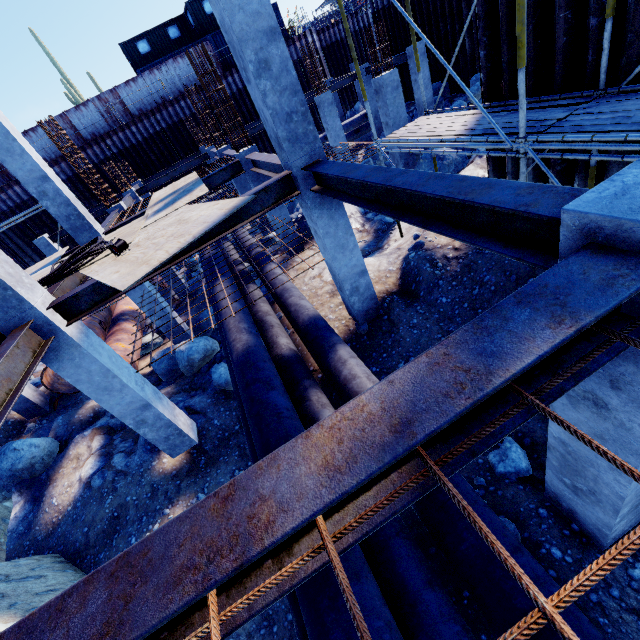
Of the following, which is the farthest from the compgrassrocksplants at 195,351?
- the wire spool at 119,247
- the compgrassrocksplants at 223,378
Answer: the wire spool at 119,247

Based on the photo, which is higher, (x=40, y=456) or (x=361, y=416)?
(x=361, y=416)

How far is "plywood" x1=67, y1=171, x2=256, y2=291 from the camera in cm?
443

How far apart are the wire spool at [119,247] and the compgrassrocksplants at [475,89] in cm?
1594

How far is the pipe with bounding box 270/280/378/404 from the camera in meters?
5.0

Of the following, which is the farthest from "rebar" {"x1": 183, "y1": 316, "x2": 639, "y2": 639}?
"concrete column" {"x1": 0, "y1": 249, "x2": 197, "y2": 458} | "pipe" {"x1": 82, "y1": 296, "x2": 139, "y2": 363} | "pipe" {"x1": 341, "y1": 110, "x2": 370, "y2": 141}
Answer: "pipe" {"x1": 341, "y1": 110, "x2": 370, "y2": 141}

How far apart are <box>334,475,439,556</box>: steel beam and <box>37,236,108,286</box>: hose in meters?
5.6

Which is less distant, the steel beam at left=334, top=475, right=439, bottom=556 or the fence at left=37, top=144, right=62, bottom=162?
the steel beam at left=334, top=475, right=439, bottom=556
